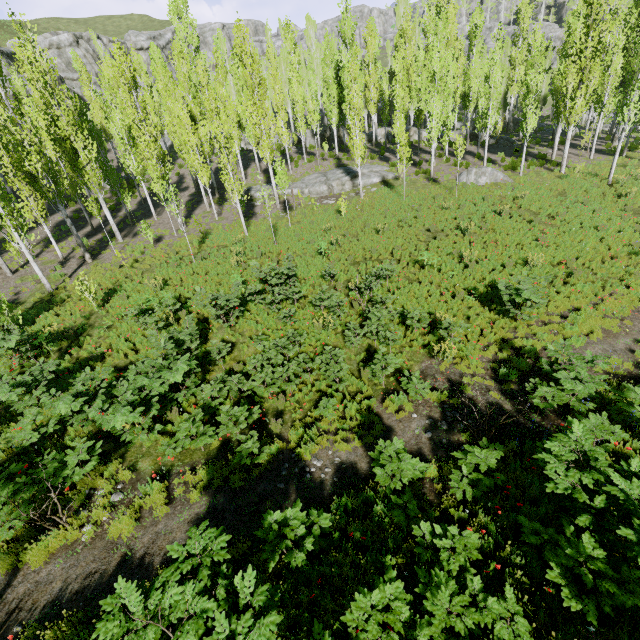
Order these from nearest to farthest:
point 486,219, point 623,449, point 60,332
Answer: point 623,449
point 60,332
point 486,219

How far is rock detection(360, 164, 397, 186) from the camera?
27.1m

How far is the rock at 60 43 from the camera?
46.9 meters

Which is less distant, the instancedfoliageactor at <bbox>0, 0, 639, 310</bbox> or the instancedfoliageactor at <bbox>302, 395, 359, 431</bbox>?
the instancedfoliageactor at <bbox>302, 395, 359, 431</bbox>

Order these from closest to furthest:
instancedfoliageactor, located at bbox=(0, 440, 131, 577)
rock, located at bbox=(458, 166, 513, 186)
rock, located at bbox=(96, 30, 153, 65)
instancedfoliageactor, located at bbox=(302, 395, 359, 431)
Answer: instancedfoliageactor, located at bbox=(0, 440, 131, 577) → instancedfoliageactor, located at bbox=(302, 395, 359, 431) → rock, located at bbox=(458, 166, 513, 186) → rock, located at bbox=(96, 30, 153, 65)

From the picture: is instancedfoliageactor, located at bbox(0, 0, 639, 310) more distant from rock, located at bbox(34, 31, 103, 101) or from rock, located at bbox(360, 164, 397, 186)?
rock, located at bbox(360, 164, 397, 186)
